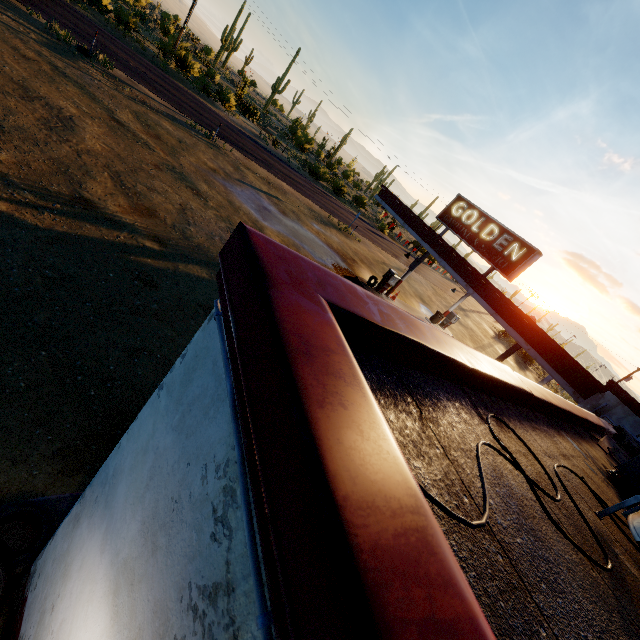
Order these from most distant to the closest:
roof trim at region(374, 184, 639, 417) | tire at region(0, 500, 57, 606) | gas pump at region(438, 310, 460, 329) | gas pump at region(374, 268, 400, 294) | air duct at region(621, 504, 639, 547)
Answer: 1. gas pump at region(438, 310, 460, 329)
2. gas pump at region(374, 268, 400, 294)
3. roof trim at region(374, 184, 639, 417)
4. tire at region(0, 500, 57, 606)
5. air duct at region(621, 504, 639, 547)

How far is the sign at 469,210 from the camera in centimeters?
1323cm

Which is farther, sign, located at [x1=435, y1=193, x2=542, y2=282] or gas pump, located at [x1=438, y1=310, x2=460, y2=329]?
gas pump, located at [x1=438, y1=310, x2=460, y2=329]

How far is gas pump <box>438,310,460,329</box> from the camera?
23.89m

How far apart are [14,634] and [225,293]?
3.5 meters

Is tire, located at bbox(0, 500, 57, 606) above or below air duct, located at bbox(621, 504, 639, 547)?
below

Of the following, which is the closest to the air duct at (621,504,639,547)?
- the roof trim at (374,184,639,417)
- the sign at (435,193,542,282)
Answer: the roof trim at (374,184,639,417)

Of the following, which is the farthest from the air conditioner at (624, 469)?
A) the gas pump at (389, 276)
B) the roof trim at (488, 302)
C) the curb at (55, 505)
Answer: the gas pump at (389, 276)
